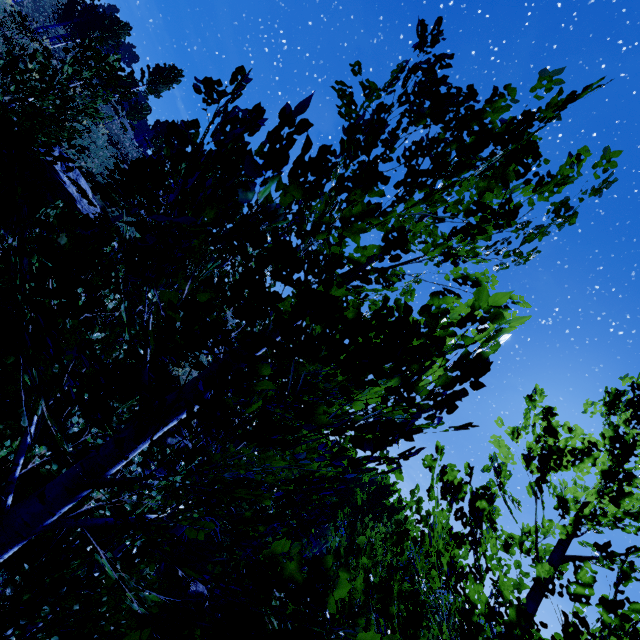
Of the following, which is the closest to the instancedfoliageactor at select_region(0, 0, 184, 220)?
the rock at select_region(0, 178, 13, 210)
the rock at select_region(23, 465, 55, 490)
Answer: the rock at select_region(23, 465, 55, 490)

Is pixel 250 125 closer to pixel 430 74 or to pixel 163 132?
pixel 430 74

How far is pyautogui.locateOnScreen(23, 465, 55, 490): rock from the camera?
8.25m

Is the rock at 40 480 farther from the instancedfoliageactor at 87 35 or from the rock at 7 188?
the rock at 7 188

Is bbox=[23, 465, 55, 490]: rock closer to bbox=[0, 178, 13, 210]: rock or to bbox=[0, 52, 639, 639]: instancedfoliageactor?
bbox=[0, 52, 639, 639]: instancedfoliageactor

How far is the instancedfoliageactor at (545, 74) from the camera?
1.7 meters

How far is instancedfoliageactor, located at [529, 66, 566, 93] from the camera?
1.7m
